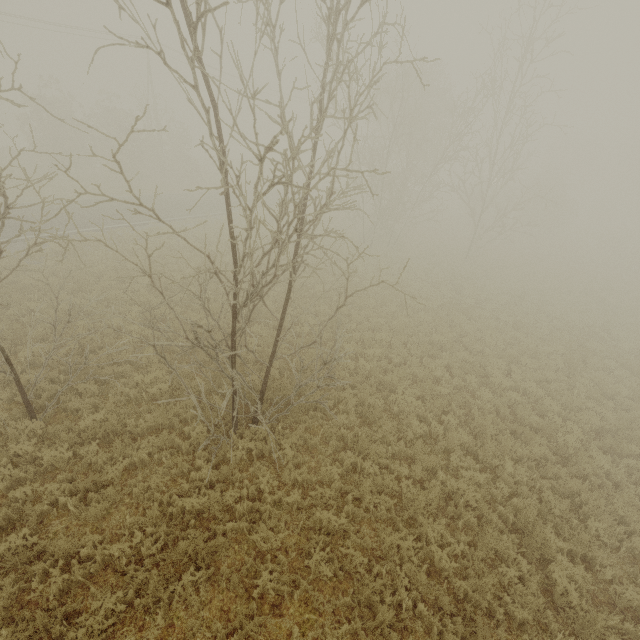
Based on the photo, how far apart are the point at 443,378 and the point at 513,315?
8.07m
